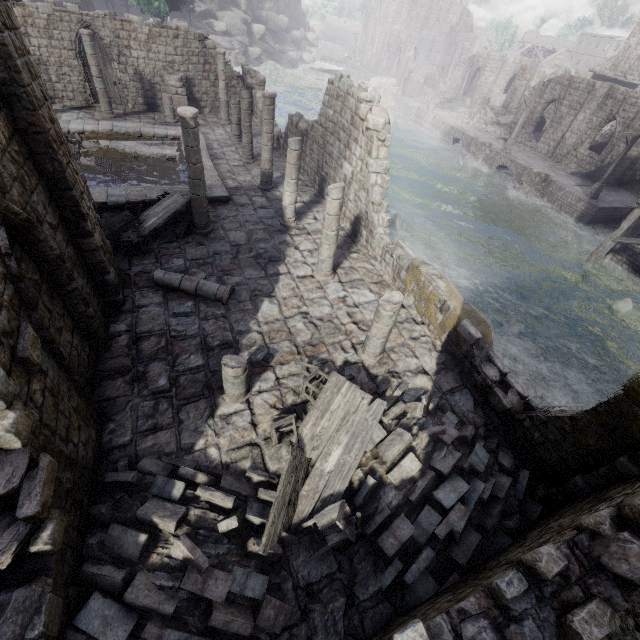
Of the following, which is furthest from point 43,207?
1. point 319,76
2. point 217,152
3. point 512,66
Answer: point 512,66

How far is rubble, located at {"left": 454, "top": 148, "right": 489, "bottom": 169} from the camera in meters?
33.6

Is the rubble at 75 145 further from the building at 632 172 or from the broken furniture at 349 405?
the broken furniture at 349 405

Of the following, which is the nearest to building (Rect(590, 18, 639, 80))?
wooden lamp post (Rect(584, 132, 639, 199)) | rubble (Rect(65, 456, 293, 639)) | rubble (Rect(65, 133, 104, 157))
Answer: rubble (Rect(65, 456, 293, 639))

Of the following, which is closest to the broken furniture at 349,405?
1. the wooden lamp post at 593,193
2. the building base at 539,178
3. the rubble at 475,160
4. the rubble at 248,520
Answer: the rubble at 248,520

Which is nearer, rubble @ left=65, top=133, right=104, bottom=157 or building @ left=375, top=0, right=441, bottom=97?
rubble @ left=65, top=133, right=104, bottom=157

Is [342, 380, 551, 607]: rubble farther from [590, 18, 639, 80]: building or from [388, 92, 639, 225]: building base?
[388, 92, 639, 225]: building base

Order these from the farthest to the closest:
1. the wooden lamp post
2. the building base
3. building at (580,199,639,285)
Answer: the building base → the wooden lamp post → building at (580,199,639,285)
